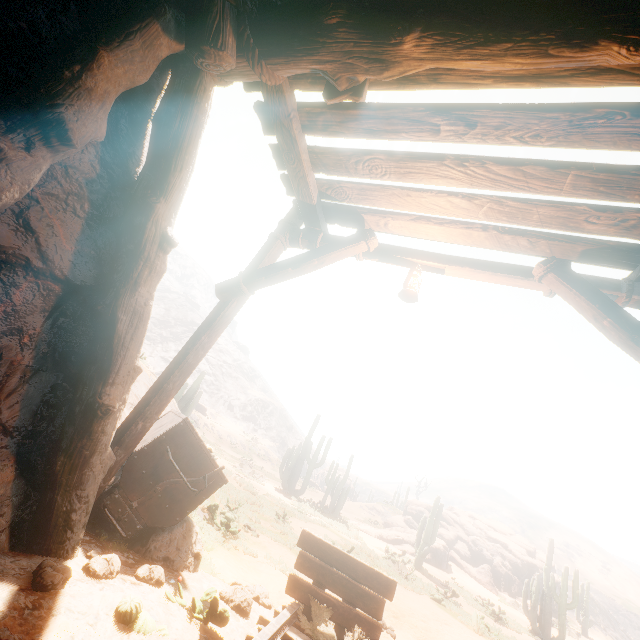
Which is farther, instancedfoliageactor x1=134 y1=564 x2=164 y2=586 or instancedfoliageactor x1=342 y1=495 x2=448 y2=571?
instancedfoliageactor x1=342 y1=495 x2=448 y2=571

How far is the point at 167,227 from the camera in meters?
2.8

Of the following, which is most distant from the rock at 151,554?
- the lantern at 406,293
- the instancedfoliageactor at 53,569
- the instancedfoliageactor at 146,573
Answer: the lantern at 406,293

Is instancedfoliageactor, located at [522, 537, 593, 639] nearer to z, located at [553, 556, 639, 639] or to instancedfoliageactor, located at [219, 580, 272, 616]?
instancedfoliageactor, located at [219, 580, 272, 616]

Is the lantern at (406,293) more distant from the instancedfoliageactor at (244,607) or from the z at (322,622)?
the instancedfoliageactor at (244,607)

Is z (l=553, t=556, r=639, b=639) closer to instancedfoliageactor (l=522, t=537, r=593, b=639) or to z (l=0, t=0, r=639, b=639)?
z (l=0, t=0, r=639, b=639)

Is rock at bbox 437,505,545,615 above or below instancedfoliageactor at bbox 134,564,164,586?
above

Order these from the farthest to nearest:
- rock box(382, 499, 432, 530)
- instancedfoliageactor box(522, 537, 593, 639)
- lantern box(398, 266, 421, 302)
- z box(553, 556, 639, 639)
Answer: z box(553, 556, 639, 639) < rock box(382, 499, 432, 530) < instancedfoliageactor box(522, 537, 593, 639) < lantern box(398, 266, 421, 302)
